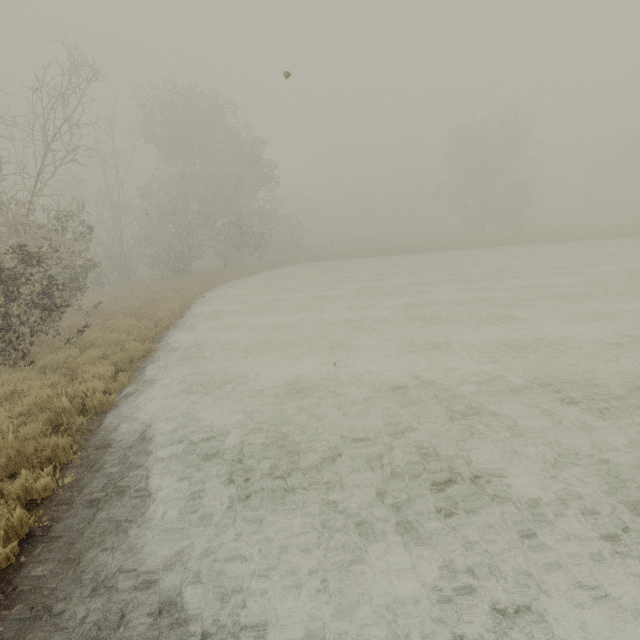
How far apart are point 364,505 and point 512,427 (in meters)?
2.84
